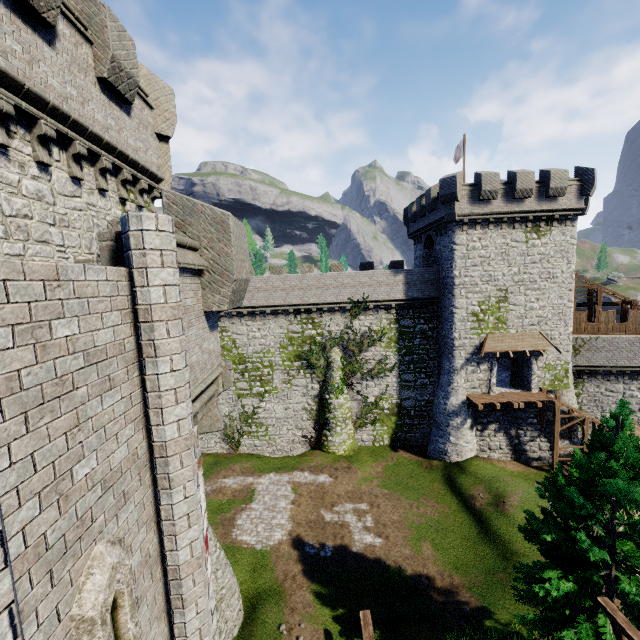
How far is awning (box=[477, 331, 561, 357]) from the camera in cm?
2512

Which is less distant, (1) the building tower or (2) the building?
(1) the building tower

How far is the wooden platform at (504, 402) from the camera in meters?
24.2 m

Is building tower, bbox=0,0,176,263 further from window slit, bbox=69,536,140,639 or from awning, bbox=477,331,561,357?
awning, bbox=477,331,561,357

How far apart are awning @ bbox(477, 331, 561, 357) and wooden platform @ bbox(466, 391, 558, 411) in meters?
3.1 m

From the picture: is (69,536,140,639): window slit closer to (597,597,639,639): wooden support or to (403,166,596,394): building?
(597,597,639,639): wooden support

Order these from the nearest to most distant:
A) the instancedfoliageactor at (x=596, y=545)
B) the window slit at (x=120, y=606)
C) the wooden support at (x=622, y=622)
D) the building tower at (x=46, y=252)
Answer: the window slit at (x=120, y=606) < the building tower at (x=46, y=252) < the wooden support at (x=622, y=622) < the instancedfoliageactor at (x=596, y=545)

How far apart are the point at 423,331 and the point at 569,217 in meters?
13.9 m
